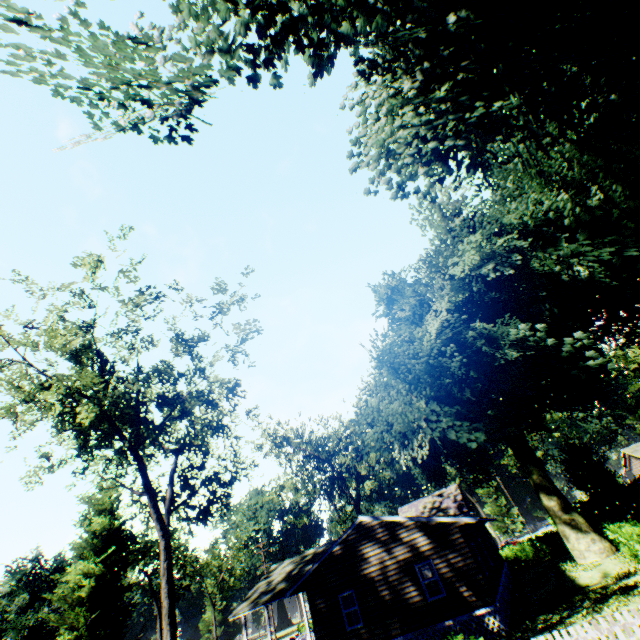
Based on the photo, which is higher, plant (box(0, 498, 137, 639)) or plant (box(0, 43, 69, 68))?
plant (box(0, 43, 69, 68))

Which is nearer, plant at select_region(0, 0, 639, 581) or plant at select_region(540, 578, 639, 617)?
plant at select_region(0, 0, 639, 581)

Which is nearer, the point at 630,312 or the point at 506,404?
the point at 506,404

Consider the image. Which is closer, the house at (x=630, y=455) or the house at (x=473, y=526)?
the house at (x=473, y=526)

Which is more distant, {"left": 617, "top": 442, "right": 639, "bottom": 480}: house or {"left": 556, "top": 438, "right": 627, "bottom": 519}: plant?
{"left": 617, "top": 442, "right": 639, "bottom": 480}: house

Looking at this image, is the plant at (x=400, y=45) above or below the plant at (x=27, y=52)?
below

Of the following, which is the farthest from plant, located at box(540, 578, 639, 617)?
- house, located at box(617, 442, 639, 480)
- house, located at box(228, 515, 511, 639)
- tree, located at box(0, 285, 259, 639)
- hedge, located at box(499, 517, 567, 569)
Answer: house, located at box(617, 442, 639, 480)

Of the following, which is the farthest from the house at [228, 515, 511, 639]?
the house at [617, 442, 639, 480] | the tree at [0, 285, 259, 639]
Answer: the house at [617, 442, 639, 480]
